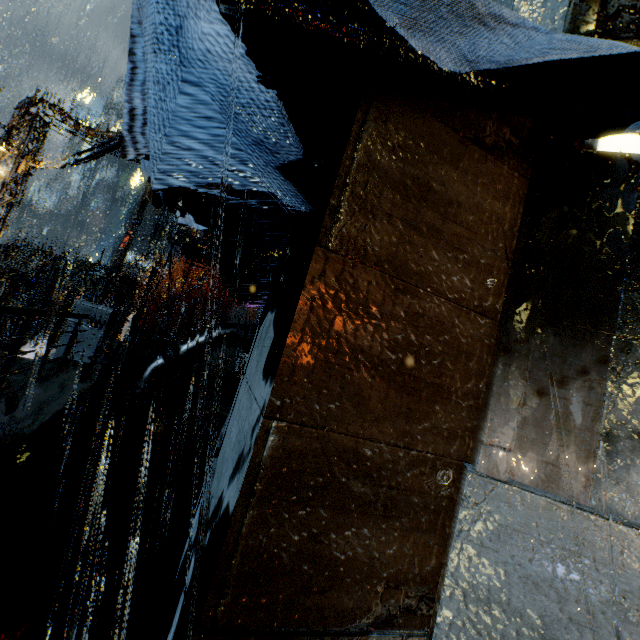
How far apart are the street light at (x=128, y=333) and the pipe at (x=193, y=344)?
11.75m

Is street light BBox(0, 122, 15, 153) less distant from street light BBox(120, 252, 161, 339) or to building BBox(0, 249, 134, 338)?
building BBox(0, 249, 134, 338)

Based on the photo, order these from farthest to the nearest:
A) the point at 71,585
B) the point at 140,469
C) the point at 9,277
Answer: the point at 9,277 < the point at 140,469 < the point at 71,585

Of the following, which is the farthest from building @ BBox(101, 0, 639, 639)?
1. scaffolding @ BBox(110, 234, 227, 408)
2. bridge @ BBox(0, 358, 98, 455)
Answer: scaffolding @ BBox(110, 234, 227, 408)

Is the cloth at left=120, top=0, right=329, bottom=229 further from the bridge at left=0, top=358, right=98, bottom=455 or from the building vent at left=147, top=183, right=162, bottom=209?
the bridge at left=0, top=358, right=98, bottom=455

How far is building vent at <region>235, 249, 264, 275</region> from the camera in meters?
6.3

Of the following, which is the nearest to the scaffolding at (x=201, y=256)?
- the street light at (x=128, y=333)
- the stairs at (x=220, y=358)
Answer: the street light at (x=128, y=333)

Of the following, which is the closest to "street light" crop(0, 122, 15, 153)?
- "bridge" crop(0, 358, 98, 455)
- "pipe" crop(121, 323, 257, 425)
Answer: "bridge" crop(0, 358, 98, 455)
